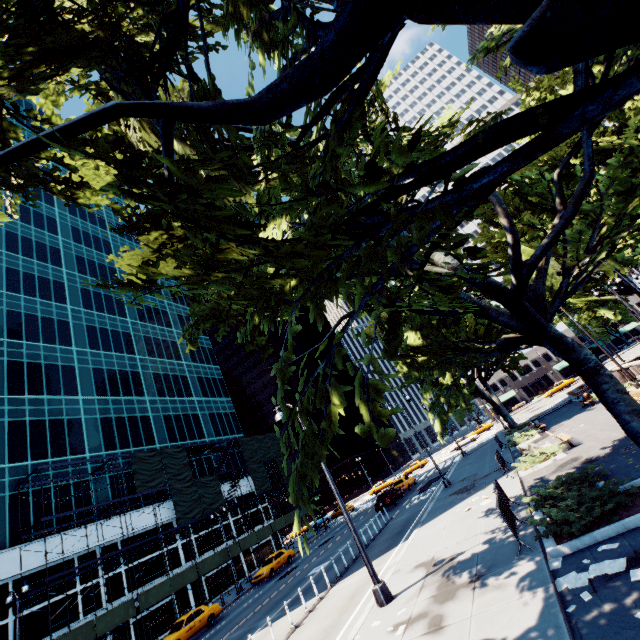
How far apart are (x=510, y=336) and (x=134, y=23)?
12.8 meters

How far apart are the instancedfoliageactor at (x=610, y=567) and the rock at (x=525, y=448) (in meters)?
13.78

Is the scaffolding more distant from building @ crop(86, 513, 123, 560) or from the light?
the light

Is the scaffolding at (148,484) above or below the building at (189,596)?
above

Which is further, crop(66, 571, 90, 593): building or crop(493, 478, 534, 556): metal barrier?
crop(66, 571, 90, 593): building

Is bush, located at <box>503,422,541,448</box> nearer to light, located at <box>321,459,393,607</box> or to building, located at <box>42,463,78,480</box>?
light, located at <box>321,459,393,607</box>

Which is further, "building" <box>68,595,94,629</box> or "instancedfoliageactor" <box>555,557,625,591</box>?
"building" <box>68,595,94,629</box>

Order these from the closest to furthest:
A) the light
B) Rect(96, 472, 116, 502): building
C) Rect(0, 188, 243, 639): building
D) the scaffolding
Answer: the light < the scaffolding < Rect(0, 188, 243, 639): building < Rect(96, 472, 116, 502): building
